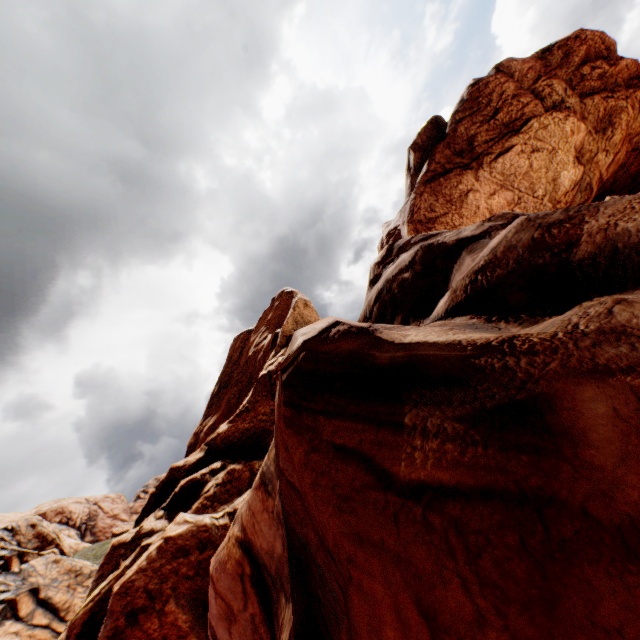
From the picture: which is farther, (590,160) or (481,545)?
(590,160)
